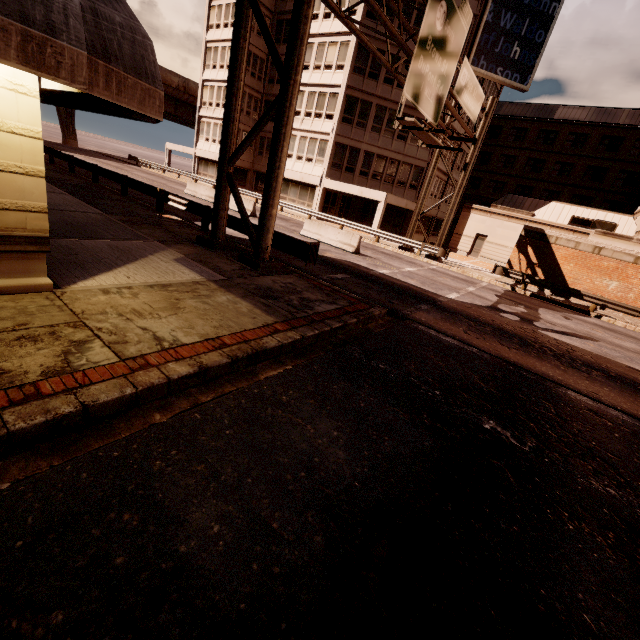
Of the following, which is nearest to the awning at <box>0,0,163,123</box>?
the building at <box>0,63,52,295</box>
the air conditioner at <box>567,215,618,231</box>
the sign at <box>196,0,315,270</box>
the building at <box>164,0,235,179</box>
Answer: the building at <box>0,63,52,295</box>

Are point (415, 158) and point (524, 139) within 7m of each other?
no

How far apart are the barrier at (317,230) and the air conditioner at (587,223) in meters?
23.8 m

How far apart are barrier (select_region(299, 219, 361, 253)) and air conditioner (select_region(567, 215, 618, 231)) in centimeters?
2378cm

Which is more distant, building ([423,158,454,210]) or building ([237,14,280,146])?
building ([237,14,280,146])

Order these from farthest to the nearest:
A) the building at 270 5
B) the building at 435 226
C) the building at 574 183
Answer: the building at 435 226
the building at 270 5
the building at 574 183

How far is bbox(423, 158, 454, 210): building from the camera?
33.6 meters
